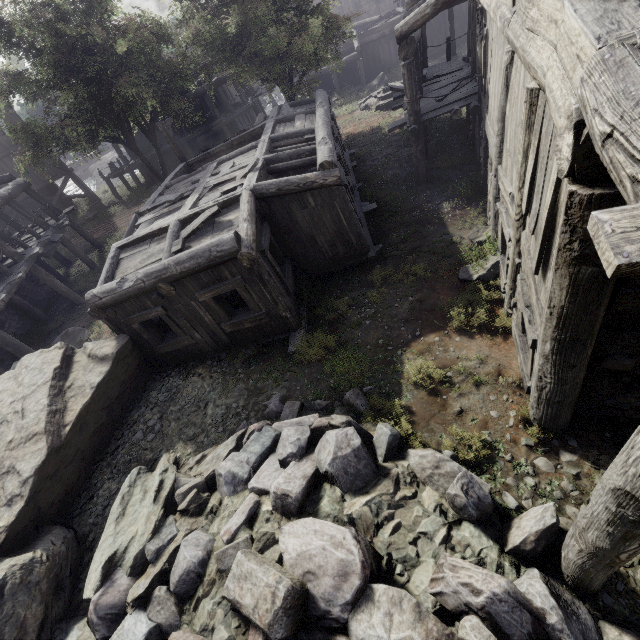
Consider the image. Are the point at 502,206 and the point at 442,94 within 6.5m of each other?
no

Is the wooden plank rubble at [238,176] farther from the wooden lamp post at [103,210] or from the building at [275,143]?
the wooden lamp post at [103,210]

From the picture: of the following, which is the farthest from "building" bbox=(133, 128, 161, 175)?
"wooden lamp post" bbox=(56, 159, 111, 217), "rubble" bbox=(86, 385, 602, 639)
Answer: "wooden lamp post" bbox=(56, 159, 111, 217)

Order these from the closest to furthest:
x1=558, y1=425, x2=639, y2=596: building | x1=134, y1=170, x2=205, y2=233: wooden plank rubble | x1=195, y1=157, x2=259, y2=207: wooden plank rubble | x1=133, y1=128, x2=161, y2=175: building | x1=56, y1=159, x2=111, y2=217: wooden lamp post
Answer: x1=558, y1=425, x2=639, y2=596: building
x1=195, y1=157, x2=259, y2=207: wooden plank rubble
x1=134, y1=170, x2=205, y2=233: wooden plank rubble
x1=56, y1=159, x2=111, y2=217: wooden lamp post
x1=133, y1=128, x2=161, y2=175: building

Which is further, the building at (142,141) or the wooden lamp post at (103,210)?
the building at (142,141)

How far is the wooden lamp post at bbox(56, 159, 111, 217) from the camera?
24.3 meters

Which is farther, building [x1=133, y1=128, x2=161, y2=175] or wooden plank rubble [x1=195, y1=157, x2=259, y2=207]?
building [x1=133, y1=128, x2=161, y2=175]

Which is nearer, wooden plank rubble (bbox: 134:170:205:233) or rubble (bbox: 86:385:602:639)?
rubble (bbox: 86:385:602:639)
